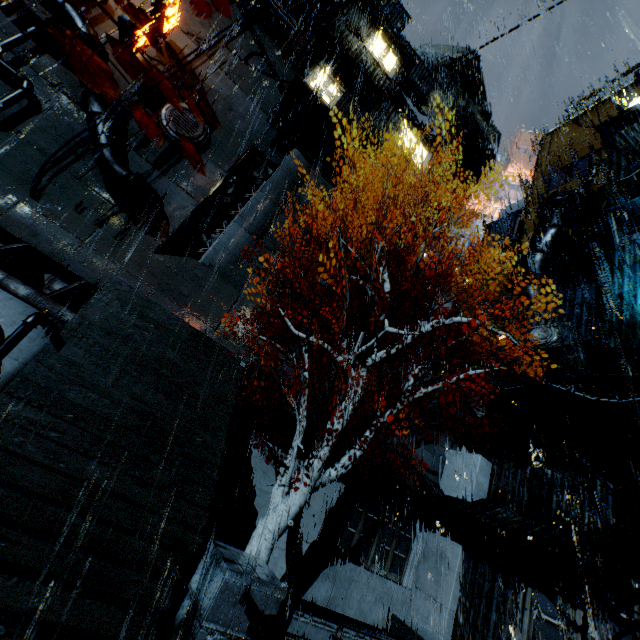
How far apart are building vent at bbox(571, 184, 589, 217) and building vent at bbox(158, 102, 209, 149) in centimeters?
2486cm

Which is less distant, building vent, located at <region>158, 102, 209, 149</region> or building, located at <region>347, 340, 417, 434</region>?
building, located at <region>347, 340, 417, 434</region>

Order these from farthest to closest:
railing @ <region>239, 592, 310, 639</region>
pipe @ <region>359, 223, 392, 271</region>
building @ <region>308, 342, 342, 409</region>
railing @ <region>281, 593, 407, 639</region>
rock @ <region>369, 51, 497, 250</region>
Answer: rock @ <region>369, 51, 497, 250</region>
pipe @ <region>359, 223, 392, 271</region>
building @ <region>308, 342, 342, 409</region>
railing @ <region>281, 593, 407, 639</region>
railing @ <region>239, 592, 310, 639</region>

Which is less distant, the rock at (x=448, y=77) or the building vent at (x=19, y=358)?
the building vent at (x=19, y=358)

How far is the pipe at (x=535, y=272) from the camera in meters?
19.0 m

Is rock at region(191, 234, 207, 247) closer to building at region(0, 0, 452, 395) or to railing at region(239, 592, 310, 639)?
building at region(0, 0, 452, 395)

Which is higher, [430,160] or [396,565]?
[430,160]

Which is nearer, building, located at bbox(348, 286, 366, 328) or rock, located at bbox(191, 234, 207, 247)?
building, located at bbox(348, 286, 366, 328)
